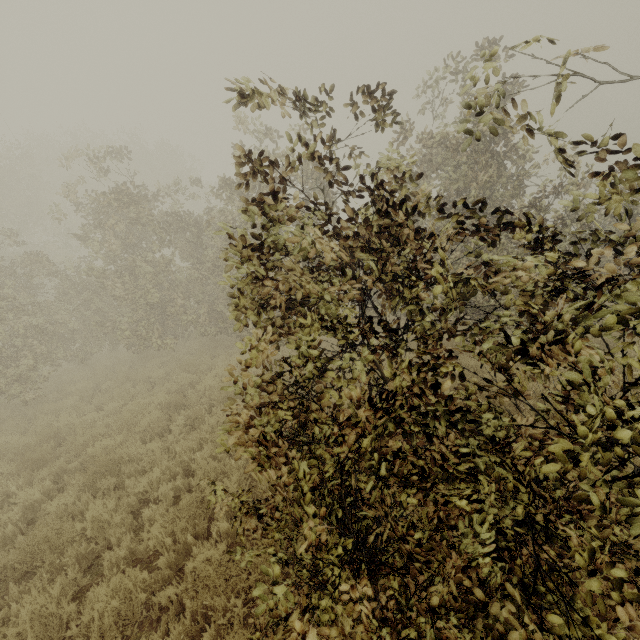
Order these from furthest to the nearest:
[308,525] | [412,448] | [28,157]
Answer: [28,157] < [412,448] < [308,525]
